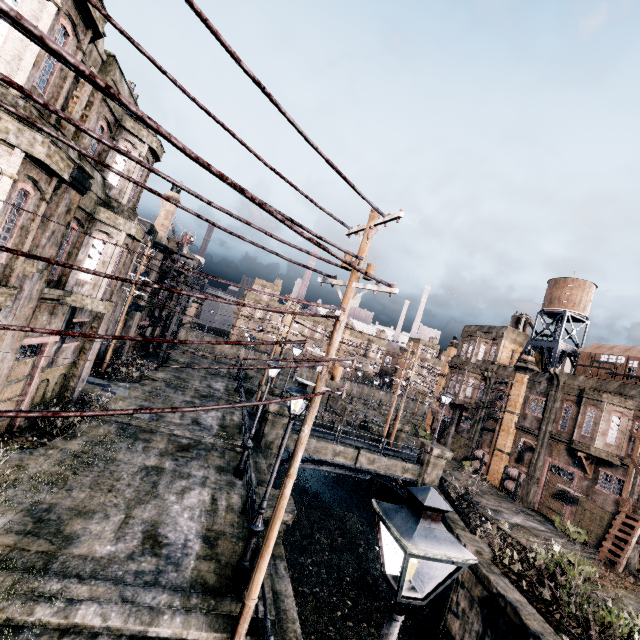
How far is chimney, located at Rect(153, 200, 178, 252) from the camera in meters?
29.3 m

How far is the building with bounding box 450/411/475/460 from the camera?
36.9m

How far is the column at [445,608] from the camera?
15.7m

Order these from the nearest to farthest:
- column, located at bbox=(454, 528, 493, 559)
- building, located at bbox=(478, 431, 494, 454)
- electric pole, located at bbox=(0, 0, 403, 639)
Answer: electric pole, located at bbox=(0, 0, 403, 639)
column, located at bbox=(454, 528, 493, 559)
building, located at bbox=(478, 431, 494, 454)

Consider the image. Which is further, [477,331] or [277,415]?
[477,331]

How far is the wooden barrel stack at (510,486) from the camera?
28.30m

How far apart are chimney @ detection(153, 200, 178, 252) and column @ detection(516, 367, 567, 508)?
36.6m

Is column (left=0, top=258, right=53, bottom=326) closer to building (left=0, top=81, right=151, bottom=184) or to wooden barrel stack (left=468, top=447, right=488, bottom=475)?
building (left=0, top=81, right=151, bottom=184)
